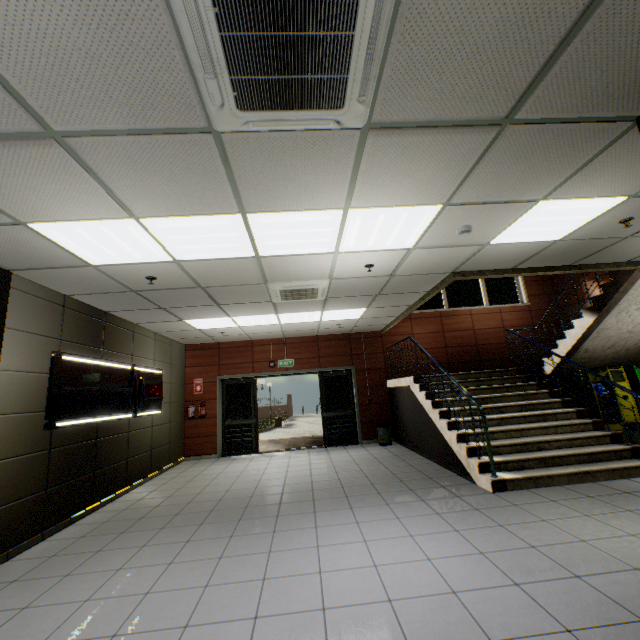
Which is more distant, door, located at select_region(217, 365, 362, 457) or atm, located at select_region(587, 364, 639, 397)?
door, located at select_region(217, 365, 362, 457)

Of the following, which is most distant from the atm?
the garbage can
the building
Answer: the garbage can

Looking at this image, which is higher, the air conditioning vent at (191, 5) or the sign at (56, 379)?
the air conditioning vent at (191, 5)

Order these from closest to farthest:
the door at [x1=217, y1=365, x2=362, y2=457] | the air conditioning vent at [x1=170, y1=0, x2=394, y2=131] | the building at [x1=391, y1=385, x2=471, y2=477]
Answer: the air conditioning vent at [x1=170, y1=0, x2=394, y2=131] < the building at [x1=391, y1=385, x2=471, y2=477] < the door at [x1=217, y1=365, x2=362, y2=457]

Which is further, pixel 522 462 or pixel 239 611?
pixel 522 462

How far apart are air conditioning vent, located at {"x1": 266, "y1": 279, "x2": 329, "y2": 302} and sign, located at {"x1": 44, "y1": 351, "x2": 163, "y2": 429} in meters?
3.0

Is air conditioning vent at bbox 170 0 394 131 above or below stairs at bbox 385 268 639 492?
above

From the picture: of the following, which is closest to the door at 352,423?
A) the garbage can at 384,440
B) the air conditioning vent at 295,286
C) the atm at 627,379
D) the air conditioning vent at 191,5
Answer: the garbage can at 384,440
